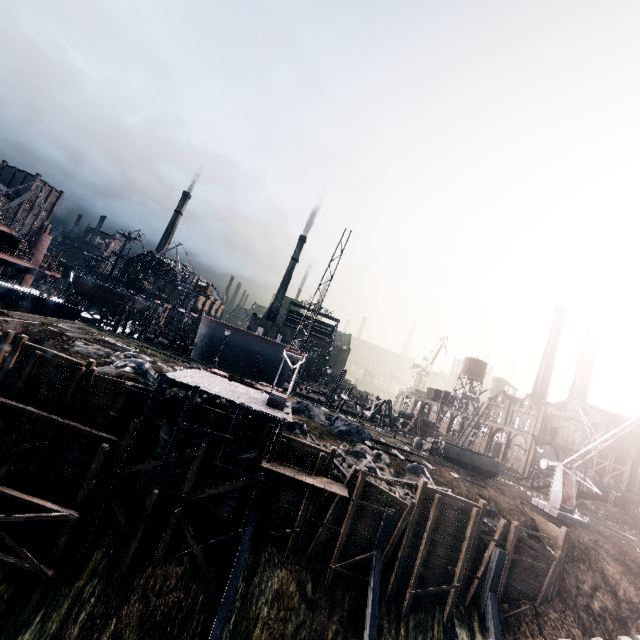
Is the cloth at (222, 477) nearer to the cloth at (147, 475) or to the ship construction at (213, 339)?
the cloth at (147, 475)

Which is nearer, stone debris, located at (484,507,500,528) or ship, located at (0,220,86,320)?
stone debris, located at (484,507,500,528)

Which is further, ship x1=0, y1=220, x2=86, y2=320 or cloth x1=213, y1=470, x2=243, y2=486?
ship x1=0, y1=220, x2=86, y2=320

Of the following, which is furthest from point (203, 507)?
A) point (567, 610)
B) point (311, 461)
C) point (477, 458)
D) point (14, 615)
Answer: point (477, 458)

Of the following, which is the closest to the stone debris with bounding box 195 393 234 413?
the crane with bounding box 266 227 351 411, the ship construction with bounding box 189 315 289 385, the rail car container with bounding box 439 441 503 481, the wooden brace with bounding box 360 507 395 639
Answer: the crane with bounding box 266 227 351 411

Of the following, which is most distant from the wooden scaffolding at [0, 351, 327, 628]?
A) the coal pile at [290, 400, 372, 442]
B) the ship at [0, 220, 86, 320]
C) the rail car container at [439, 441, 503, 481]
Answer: the ship at [0, 220, 86, 320]

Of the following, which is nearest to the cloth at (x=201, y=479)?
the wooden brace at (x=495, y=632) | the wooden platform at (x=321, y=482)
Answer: the wooden platform at (x=321, y=482)

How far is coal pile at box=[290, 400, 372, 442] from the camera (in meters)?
30.89
